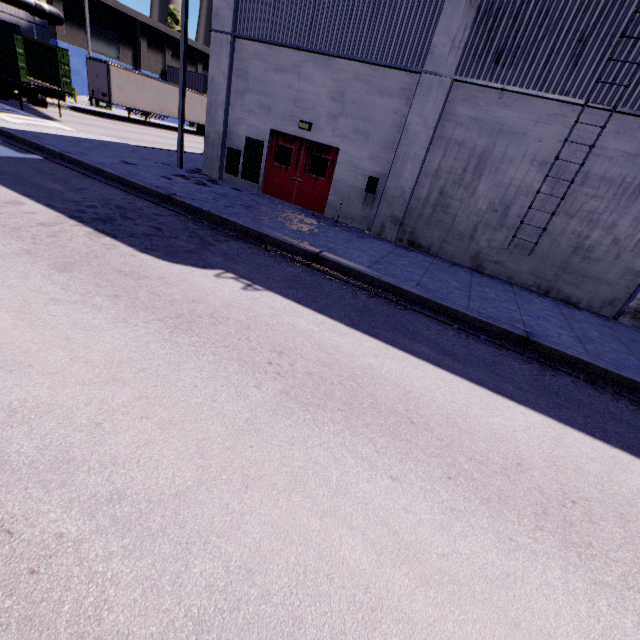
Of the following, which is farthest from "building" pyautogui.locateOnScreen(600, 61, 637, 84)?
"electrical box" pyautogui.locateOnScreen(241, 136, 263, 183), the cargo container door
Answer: the cargo container door

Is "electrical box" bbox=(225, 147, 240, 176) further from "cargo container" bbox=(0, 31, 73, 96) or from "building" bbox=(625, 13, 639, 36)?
"cargo container" bbox=(0, 31, 73, 96)

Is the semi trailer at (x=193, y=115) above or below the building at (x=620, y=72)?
below

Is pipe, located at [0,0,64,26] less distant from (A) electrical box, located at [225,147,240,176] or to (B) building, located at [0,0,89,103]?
(B) building, located at [0,0,89,103]

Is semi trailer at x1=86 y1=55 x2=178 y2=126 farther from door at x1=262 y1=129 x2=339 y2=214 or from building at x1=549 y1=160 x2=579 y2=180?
door at x1=262 y1=129 x2=339 y2=214

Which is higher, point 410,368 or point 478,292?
point 478,292

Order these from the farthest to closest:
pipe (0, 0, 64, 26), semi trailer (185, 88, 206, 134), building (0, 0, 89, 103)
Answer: semi trailer (185, 88, 206, 134), building (0, 0, 89, 103), pipe (0, 0, 64, 26)

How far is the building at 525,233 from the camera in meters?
9.8 m
